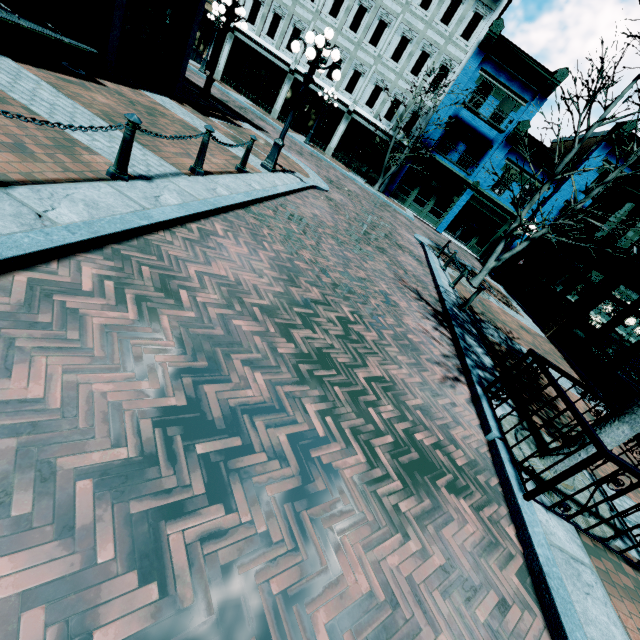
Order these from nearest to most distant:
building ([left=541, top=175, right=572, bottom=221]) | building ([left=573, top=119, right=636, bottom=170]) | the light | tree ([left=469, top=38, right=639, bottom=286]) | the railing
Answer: the railing, the light, tree ([left=469, top=38, right=639, bottom=286]), building ([left=573, top=119, right=636, bottom=170]), building ([left=541, top=175, right=572, bottom=221])

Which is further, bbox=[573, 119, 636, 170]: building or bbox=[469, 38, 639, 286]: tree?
bbox=[573, 119, 636, 170]: building

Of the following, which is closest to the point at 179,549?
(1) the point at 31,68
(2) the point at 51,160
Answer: (2) the point at 51,160

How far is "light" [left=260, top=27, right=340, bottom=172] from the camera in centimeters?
777cm

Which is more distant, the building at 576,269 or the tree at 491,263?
the building at 576,269

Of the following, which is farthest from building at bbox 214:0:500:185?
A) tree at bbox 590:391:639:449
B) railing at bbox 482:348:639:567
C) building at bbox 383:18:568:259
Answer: railing at bbox 482:348:639:567

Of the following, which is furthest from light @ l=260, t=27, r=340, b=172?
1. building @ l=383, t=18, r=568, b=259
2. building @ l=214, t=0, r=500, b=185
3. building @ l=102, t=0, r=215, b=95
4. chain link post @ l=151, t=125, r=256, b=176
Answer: building @ l=214, t=0, r=500, b=185

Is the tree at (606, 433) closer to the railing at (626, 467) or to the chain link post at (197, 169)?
the railing at (626, 467)
